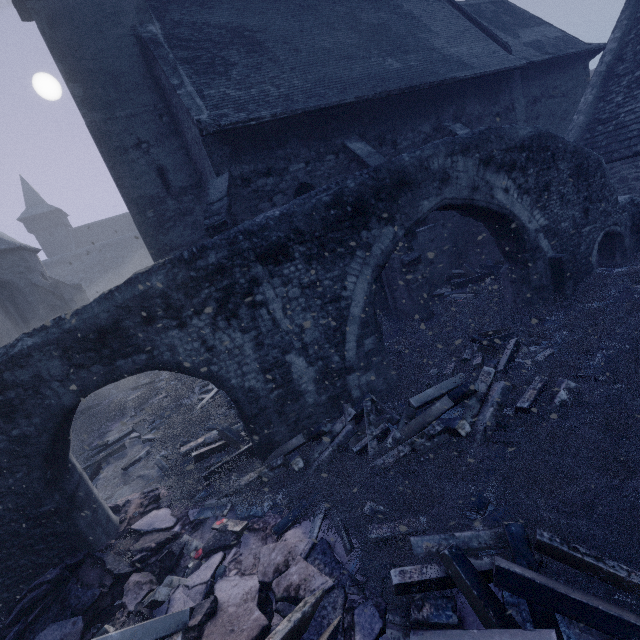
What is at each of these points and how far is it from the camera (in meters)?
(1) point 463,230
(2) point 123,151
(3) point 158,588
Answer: (1) building, 12.83
(2) building, 9.76
(3) instancedfoliageactor, 4.43

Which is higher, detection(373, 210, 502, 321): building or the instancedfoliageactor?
detection(373, 210, 502, 321): building

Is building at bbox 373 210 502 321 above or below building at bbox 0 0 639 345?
below

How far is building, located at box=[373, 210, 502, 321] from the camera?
10.29m

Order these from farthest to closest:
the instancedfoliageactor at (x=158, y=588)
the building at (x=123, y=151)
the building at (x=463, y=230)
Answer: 1. the building at (x=463, y=230)
2. the building at (x=123, y=151)
3. the instancedfoliageactor at (x=158, y=588)

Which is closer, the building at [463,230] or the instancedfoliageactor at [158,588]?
the instancedfoliageactor at [158,588]

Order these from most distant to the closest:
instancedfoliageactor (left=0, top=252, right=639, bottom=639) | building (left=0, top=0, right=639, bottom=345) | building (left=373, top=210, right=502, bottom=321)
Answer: building (left=373, top=210, right=502, bottom=321)
building (left=0, top=0, right=639, bottom=345)
instancedfoliageactor (left=0, top=252, right=639, bottom=639)
